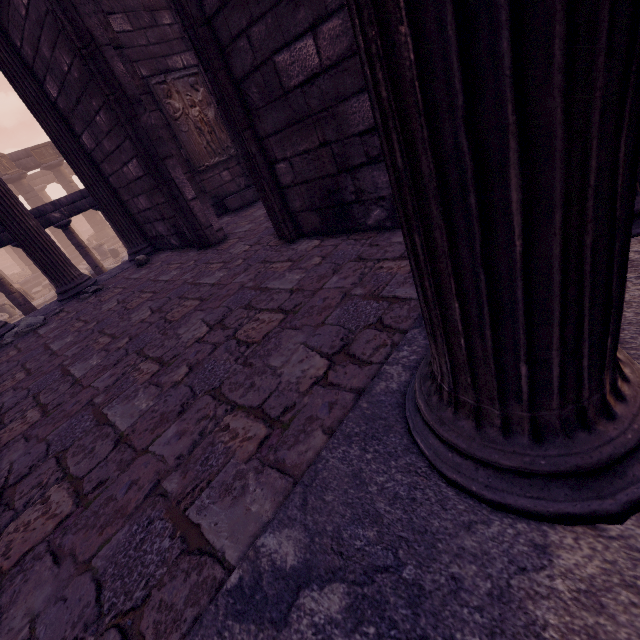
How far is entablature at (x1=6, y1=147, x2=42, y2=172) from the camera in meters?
19.6 m

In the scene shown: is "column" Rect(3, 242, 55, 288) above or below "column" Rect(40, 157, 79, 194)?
below

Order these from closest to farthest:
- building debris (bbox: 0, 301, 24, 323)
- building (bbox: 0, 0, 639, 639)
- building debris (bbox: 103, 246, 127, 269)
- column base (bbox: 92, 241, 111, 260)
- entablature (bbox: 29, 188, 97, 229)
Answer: building (bbox: 0, 0, 639, 639) < entablature (bbox: 29, 188, 97, 229) < building debris (bbox: 103, 246, 127, 269) < building debris (bbox: 0, 301, 24, 323) < column base (bbox: 92, 241, 111, 260)

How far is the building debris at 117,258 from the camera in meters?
12.5 m

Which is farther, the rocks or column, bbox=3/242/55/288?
→ column, bbox=3/242/55/288

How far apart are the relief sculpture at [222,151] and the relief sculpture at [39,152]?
21.17m

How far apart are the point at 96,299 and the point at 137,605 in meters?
5.0 m

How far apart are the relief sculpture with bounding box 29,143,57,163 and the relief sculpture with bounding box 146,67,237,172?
21.2m
